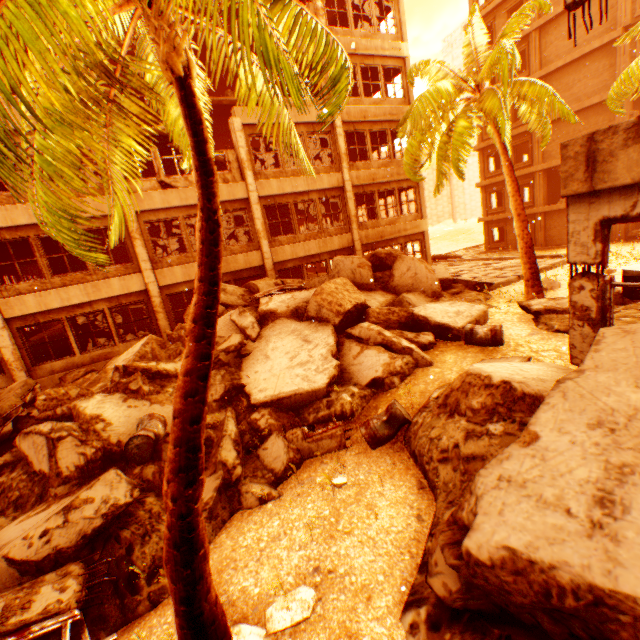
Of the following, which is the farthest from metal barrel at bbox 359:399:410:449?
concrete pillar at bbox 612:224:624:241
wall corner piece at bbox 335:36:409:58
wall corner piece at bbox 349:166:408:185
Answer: concrete pillar at bbox 612:224:624:241

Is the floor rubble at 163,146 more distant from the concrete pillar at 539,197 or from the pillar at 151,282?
the concrete pillar at 539,197

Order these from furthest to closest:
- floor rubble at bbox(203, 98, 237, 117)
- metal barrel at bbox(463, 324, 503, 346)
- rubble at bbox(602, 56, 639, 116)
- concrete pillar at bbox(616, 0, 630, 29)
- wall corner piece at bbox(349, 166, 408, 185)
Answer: concrete pillar at bbox(616, 0, 630, 29), floor rubble at bbox(203, 98, 237, 117), wall corner piece at bbox(349, 166, 408, 185), rubble at bbox(602, 56, 639, 116), metal barrel at bbox(463, 324, 503, 346)

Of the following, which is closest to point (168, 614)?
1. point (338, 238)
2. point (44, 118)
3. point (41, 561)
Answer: point (41, 561)

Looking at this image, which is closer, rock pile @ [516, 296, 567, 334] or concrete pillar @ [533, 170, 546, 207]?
rock pile @ [516, 296, 567, 334]

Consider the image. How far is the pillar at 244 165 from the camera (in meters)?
13.73

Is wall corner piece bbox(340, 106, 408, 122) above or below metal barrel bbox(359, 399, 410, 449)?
above

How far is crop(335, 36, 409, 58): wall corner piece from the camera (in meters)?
15.42
